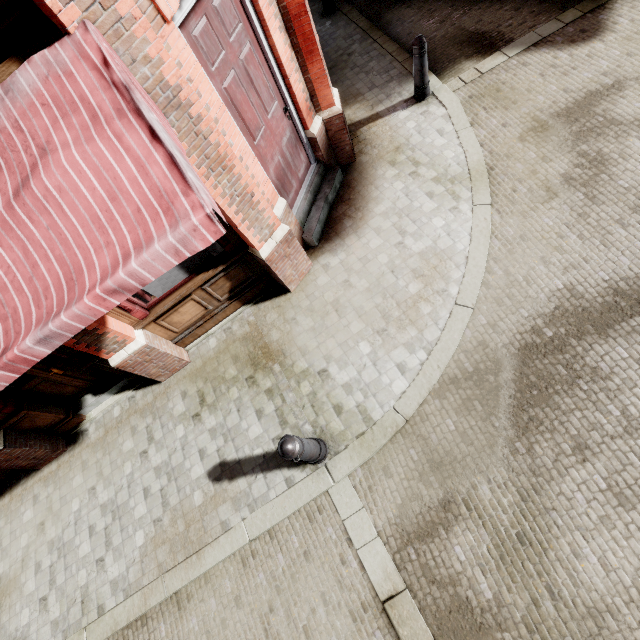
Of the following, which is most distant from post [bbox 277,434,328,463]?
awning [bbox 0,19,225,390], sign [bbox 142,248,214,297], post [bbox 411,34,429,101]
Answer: post [bbox 411,34,429,101]

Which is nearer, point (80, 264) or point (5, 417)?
point (80, 264)

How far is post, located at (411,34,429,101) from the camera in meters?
5.1 m

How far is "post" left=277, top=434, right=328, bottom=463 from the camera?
3.2 meters

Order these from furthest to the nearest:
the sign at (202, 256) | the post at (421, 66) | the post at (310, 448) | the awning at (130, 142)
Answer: the post at (421, 66) → the sign at (202, 256) → the post at (310, 448) → the awning at (130, 142)

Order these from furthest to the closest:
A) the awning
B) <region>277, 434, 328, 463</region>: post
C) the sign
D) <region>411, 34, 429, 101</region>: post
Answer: <region>411, 34, 429, 101</region>: post
the sign
<region>277, 434, 328, 463</region>: post
the awning

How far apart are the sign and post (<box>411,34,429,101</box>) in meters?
4.7 m

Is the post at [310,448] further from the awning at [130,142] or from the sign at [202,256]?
the sign at [202,256]
